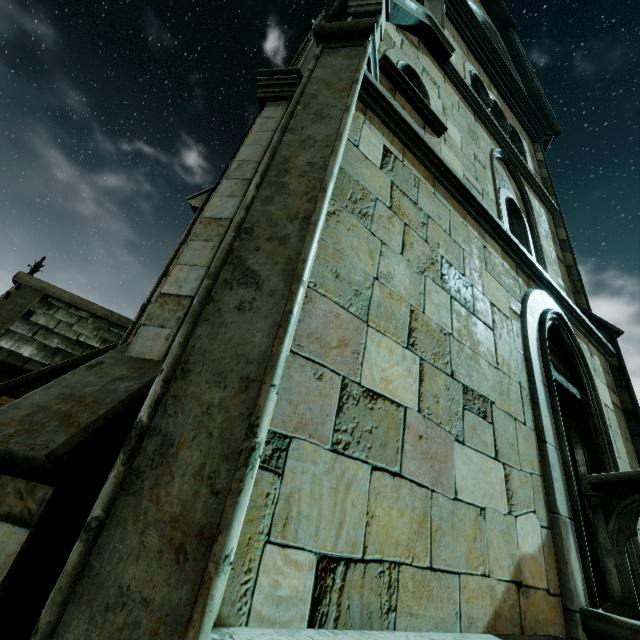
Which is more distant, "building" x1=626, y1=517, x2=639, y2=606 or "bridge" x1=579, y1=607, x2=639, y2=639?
"building" x1=626, y1=517, x2=639, y2=606

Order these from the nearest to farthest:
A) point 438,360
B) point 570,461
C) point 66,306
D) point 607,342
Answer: point 438,360
point 570,461
point 607,342
point 66,306

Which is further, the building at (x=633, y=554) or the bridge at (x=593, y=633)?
the building at (x=633, y=554)

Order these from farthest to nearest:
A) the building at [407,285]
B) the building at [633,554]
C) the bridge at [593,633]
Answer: the building at [633,554] < the bridge at [593,633] < the building at [407,285]

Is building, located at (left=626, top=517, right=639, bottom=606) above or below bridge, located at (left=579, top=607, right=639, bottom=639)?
above

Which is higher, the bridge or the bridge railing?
the bridge railing

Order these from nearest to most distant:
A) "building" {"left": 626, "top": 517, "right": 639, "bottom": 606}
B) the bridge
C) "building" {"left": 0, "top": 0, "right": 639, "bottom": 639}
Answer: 1. "building" {"left": 0, "top": 0, "right": 639, "bottom": 639}
2. the bridge
3. "building" {"left": 626, "top": 517, "right": 639, "bottom": 606}

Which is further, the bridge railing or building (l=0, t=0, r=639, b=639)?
the bridge railing
